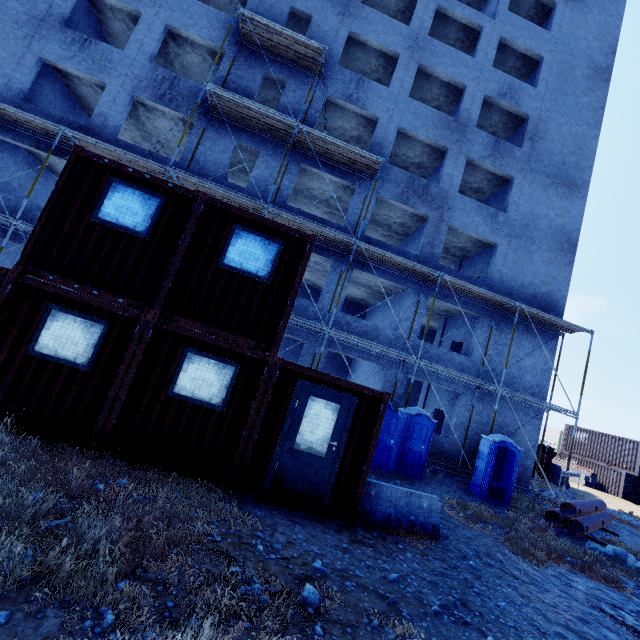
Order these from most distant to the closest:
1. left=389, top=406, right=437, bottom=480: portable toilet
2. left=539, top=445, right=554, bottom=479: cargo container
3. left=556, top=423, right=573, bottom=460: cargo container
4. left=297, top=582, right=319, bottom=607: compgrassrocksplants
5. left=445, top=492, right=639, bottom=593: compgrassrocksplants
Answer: left=556, top=423, right=573, bottom=460: cargo container
left=539, top=445, right=554, bottom=479: cargo container
left=389, top=406, right=437, bottom=480: portable toilet
left=445, top=492, right=639, bottom=593: compgrassrocksplants
left=297, top=582, right=319, bottom=607: compgrassrocksplants

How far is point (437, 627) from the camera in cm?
405

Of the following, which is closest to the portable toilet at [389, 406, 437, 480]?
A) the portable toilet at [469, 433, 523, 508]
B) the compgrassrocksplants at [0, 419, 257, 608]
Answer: the portable toilet at [469, 433, 523, 508]

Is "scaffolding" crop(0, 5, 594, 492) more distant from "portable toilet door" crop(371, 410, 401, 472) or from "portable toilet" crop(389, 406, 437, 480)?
"portable toilet door" crop(371, 410, 401, 472)

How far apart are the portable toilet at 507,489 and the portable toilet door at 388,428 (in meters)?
4.21

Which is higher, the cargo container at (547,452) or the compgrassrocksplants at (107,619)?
the cargo container at (547,452)

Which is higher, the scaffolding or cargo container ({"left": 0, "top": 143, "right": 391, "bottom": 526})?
the scaffolding

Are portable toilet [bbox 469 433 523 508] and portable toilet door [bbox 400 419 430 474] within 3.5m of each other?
yes
